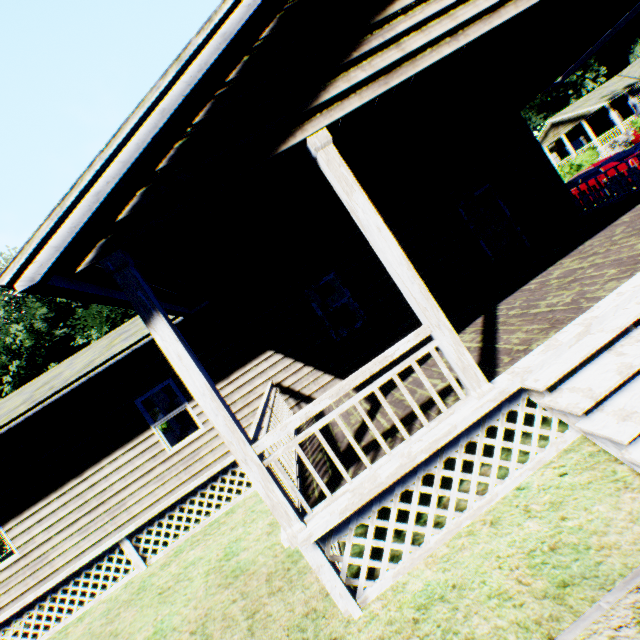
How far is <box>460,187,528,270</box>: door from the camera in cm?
904

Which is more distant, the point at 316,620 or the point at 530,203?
the point at 530,203

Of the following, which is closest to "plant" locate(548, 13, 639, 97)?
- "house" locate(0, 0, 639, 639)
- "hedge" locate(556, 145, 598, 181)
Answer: "hedge" locate(556, 145, 598, 181)

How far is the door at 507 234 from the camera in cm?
904

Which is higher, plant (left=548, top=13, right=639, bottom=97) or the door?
plant (left=548, top=13, right=639, bottom=97)

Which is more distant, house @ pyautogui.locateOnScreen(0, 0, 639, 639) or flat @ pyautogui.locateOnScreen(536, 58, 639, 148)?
flat @ pyautogui.locateOnScreen(536, 58, 639, 148)

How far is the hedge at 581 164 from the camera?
25.50m

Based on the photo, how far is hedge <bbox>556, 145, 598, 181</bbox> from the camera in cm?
2550
